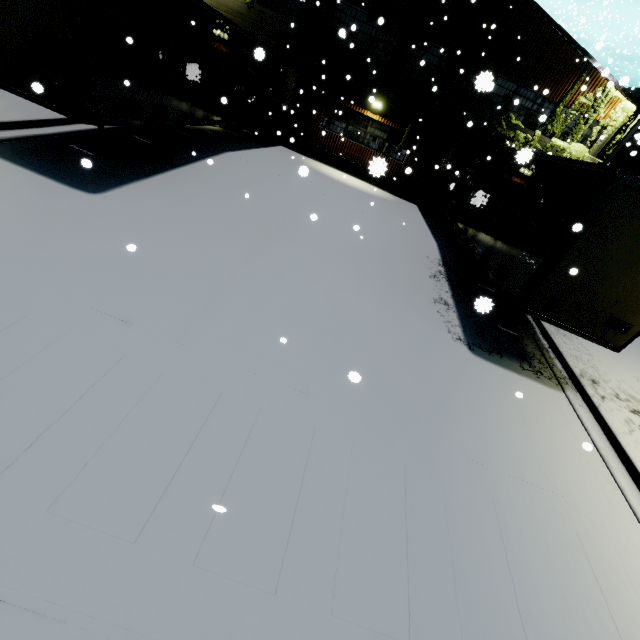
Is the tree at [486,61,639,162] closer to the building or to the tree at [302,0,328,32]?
the building

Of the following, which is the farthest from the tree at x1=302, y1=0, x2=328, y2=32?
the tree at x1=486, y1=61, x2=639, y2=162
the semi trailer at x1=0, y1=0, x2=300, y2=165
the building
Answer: the tree at x1=486, y1=61, x2=639, y2=162

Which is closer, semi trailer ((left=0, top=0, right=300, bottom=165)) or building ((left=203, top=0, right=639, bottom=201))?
semi trailer ((left=0, top=0, right=300, bottom=165))

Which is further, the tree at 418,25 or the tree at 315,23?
the tree at 315,23

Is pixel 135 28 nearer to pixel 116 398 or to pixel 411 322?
pixel 116 398

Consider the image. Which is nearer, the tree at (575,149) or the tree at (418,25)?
the tree at (418,25)

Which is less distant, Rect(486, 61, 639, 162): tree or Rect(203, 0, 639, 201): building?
Rect(203, 0, 639, 201): building

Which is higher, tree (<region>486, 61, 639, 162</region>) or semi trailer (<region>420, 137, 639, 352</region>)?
tree (<region>486, 61, 639, 162</region>)
